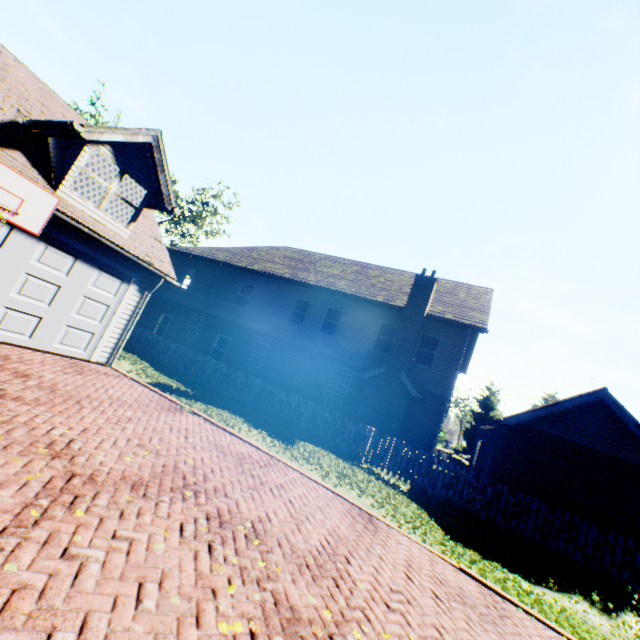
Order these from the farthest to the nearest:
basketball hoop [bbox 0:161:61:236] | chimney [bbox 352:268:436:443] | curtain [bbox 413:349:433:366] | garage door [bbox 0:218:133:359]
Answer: curtain [bbox 413:349:433:366]
chimney [bbox 352:268:436:443]
garage door [bbox 0:218:133:359]
basketball hoop [bbox 0:161:61:236]

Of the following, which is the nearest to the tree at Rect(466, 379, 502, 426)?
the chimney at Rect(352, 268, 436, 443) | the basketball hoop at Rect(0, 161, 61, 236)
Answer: the chimney at Rect(352, 268, 436, 443)

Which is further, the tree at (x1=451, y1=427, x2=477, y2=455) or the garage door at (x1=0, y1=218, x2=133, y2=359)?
the tree at (x1=451, y1=427, x2=477, y2=455)

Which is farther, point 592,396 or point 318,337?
point 318,337

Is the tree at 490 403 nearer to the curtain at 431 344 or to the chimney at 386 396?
the chimney at 386 396

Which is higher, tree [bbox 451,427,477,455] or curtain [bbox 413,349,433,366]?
curtain [bbox 413,349,433,366]

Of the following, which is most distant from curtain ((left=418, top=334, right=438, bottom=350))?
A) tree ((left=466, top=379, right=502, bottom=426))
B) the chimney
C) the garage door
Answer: the garage door

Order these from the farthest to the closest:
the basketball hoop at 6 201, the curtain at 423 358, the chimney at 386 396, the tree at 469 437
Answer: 1. the tree at 469 437
2. the curtain at 423 358
3. the chimney at 386 396
4. the basketball hoop at 6 201
